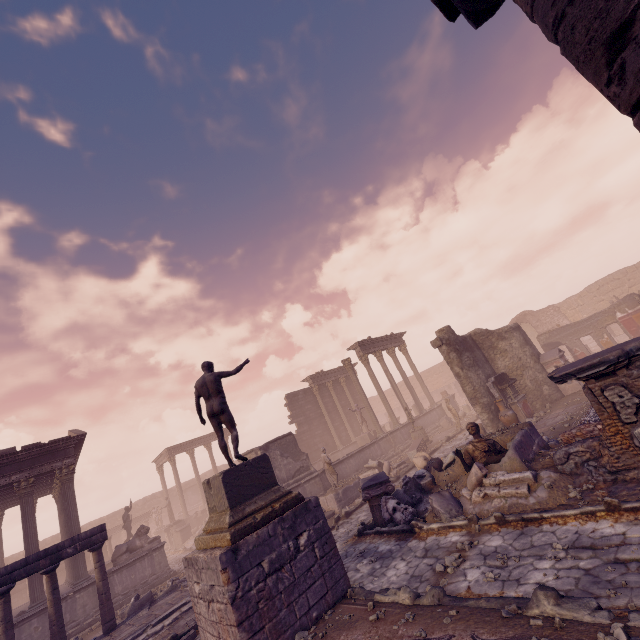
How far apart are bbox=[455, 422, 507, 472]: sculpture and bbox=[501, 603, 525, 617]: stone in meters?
4.3 m

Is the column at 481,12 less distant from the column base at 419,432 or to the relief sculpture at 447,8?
the relief sculpture at 447,8

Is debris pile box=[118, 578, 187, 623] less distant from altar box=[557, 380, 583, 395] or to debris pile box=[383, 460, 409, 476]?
debris pile box=[383, 460, 409, 476]

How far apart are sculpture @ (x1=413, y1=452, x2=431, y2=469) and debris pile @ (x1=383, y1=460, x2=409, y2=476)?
2.7 meters

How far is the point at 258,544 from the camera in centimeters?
599cm

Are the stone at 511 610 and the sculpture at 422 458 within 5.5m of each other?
A: no

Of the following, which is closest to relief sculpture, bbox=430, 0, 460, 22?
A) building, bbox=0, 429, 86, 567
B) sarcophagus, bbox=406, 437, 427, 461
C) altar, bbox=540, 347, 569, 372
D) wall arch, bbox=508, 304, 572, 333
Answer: altar, bbox=540, 347, 569, 372

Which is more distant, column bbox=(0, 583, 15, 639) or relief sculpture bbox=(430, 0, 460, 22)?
column bbox=(0, 583, 15, 639)
